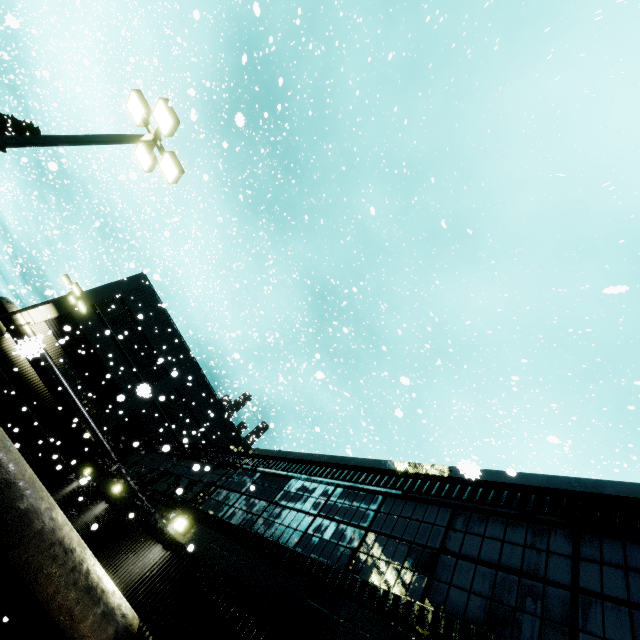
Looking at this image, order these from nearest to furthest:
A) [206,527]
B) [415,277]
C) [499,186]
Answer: [206,527] < [415,277] < [499,186]

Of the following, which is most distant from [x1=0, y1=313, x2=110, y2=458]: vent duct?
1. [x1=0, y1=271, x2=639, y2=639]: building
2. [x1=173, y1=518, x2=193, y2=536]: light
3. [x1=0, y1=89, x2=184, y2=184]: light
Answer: [x1=173, y1=518, x2=193, y2=536]: light

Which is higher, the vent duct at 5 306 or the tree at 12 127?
Answer: the tree at 12 127

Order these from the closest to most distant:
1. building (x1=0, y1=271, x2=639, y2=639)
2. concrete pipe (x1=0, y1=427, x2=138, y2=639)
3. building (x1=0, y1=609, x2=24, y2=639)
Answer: building (x1=0, y1=271, x2=639, y2=639) < concrete pipe (x1=0, y1=427, x2=138, y2=639) < building (x1=0, y1=609, x2=24, y2=639)

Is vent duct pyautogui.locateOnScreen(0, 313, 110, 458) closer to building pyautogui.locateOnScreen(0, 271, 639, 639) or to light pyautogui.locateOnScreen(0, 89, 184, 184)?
building pyautogui.locateOnScreen(0, 271, 639, 639)

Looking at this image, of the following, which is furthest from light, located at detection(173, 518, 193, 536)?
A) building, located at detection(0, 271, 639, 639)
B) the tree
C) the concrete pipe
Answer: the tree

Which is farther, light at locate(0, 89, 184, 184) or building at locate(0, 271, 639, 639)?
light at locate(0, 89, 184, 184)

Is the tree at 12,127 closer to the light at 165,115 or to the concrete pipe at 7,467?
the light at 165,115
